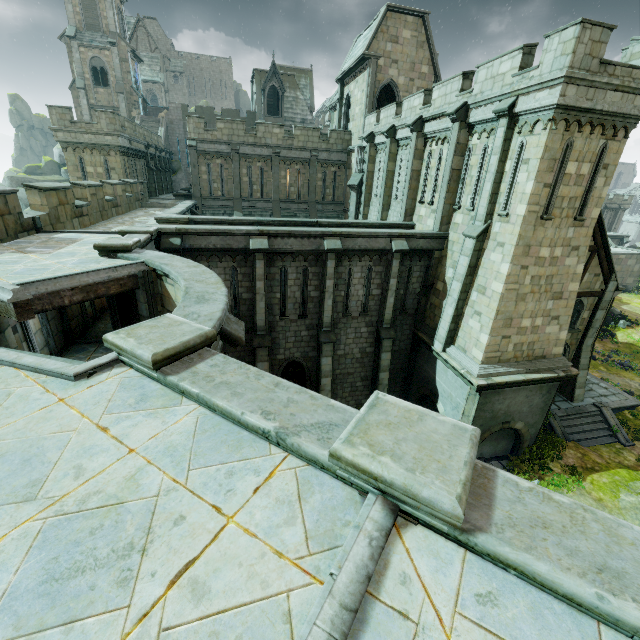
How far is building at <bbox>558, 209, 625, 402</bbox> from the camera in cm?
1578

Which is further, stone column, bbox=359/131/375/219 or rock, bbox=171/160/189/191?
rock, bbox=171/160/189/191

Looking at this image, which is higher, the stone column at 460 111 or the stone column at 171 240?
the stone column at 460 111

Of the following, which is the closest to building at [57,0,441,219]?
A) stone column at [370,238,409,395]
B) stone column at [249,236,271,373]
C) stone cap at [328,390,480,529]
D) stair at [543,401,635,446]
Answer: stair at [543,401,635,446]

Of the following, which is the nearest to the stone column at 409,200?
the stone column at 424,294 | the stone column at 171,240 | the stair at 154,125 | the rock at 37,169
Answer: the stone column at 424,294

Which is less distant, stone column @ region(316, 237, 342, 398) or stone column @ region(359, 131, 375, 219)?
stone column @ region(316, 237, 342, 398)

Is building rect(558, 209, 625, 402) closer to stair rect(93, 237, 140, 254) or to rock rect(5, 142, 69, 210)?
rock rect(5, 142, 69, 210)

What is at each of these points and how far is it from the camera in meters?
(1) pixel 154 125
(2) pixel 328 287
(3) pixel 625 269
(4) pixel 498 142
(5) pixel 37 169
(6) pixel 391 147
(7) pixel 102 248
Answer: (1) stair, 39.8
(2) stone column, 15.0
(3) bridge arch, 41.3
(4) stone column, 12.1
(5) rock, 43.0
(6) stone column, 20.0
(7) stair, 8.5
